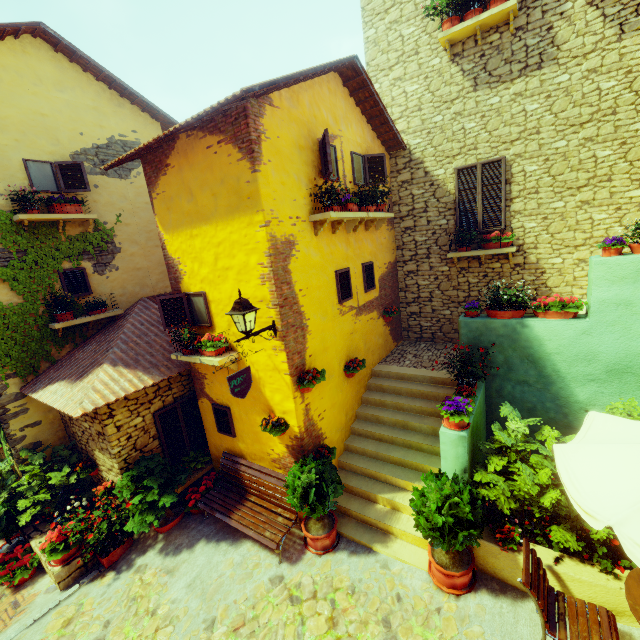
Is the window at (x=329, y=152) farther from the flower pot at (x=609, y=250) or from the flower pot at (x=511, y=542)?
the flower pot at (x=511, y=542)

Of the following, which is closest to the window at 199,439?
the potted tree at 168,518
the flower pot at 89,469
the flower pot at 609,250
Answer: the potted tree at 168,518

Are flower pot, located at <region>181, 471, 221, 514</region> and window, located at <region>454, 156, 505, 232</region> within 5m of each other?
no

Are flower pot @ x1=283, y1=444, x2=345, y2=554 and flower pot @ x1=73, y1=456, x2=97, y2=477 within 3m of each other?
no

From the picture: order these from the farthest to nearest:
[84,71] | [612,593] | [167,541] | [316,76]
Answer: [84,71] < [167,541] < [316,76] < [612,593]

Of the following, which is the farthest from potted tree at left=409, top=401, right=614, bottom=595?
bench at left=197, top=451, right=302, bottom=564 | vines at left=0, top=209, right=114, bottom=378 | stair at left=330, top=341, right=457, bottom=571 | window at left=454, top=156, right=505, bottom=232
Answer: vines at left=0, top=209, right=114, bottom=378

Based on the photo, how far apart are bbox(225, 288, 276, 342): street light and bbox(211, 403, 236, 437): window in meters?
2.4

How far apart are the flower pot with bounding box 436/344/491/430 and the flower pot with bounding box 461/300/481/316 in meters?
1.5
